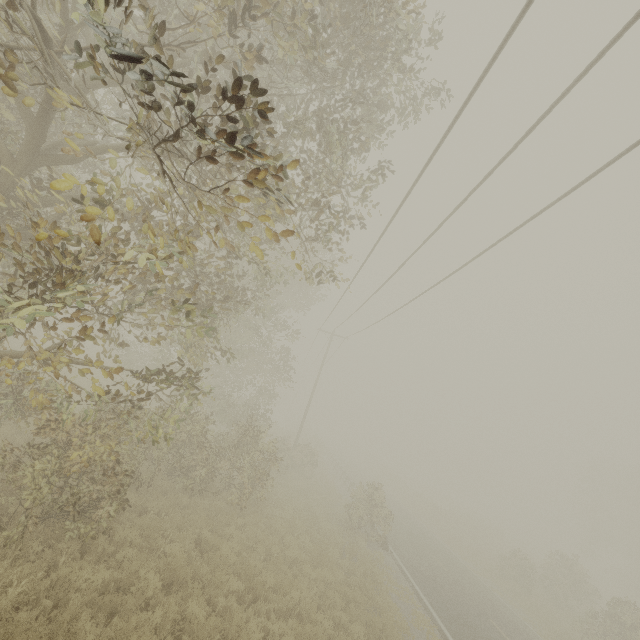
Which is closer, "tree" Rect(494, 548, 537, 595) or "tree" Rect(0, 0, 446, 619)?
"tree" Rect(0, 0, 446, 619)

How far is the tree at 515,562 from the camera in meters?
22.4

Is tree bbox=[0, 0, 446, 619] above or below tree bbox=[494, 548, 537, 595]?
above

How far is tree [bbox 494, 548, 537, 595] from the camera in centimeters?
2241cm

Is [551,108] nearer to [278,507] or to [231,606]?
[231,606]

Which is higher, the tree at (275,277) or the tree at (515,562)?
the tree at (275,277)
